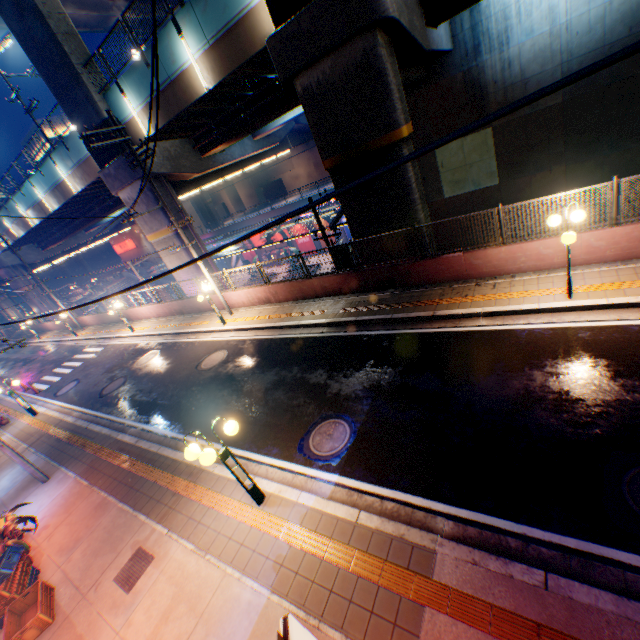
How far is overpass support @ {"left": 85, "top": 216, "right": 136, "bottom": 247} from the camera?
44.2 meters

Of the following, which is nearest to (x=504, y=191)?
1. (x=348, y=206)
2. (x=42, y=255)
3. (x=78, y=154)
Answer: (x=348, y=206)

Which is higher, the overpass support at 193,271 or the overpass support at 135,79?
the overpass support at 135,79

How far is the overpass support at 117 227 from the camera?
44.2m

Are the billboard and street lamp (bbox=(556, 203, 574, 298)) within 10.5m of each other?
no

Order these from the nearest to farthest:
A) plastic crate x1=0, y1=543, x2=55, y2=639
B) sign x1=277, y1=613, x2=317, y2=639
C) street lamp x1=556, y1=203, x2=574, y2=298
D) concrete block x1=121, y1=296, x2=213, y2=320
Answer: sign x1=277, y1=613, x2=317, y2=639, plastic crate x1=0, y1=543, x2=55, y2=639, street lamp x1=556, y1=203, x2=574, y2=298, concrete block x1=121, y1=296, x2=213, y2=320

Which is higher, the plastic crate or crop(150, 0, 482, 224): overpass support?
crop(150, 0, 482, 224): overpass support
